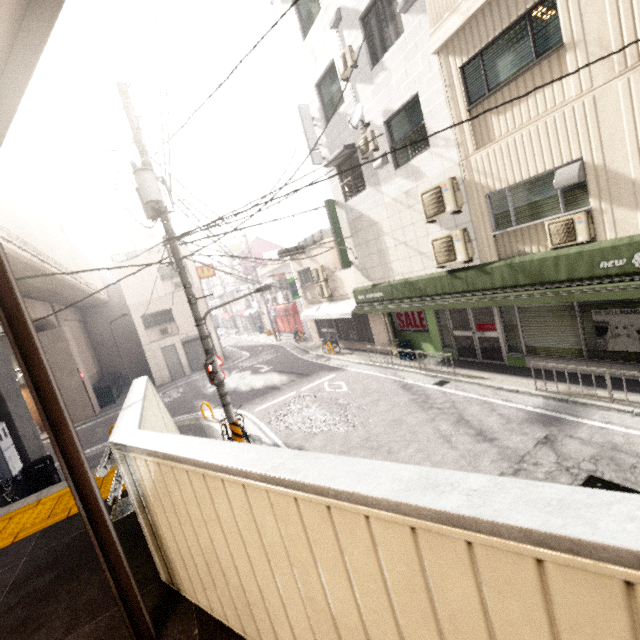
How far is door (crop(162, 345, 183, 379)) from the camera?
23.08m

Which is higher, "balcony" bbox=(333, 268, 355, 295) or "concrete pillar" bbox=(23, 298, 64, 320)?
"concrete pillar" bbox=(23, 298, 64, 320)

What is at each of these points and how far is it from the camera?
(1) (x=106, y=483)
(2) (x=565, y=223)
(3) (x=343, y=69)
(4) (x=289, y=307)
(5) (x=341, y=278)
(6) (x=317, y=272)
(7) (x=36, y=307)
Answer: (1) groundtactileadastrip, 4.5m
(2) air conditioner, 6.6m
(3) air conditioner, 10.4m
(4) awning, 25.1m
(5) balcony, 16.3m
(6) air conditioner, 17.6m
(7) concrete pillar, 15.9m

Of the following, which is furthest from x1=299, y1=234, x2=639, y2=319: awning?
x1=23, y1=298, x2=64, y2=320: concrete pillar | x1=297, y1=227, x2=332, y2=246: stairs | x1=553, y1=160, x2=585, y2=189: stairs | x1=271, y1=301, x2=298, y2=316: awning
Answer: x1=23, y1=298, x2=64, y2=320: concrete pillar

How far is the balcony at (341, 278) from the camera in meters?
15.6

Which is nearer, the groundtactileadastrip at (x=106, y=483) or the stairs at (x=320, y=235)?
the groundtactileadastrip at (x=106, y=483)

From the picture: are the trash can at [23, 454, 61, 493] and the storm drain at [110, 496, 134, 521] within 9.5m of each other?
yes

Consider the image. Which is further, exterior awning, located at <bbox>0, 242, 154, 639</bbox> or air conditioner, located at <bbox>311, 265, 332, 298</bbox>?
air conditioner, located at <bbox>311, 265, 332, 298</bbox>
